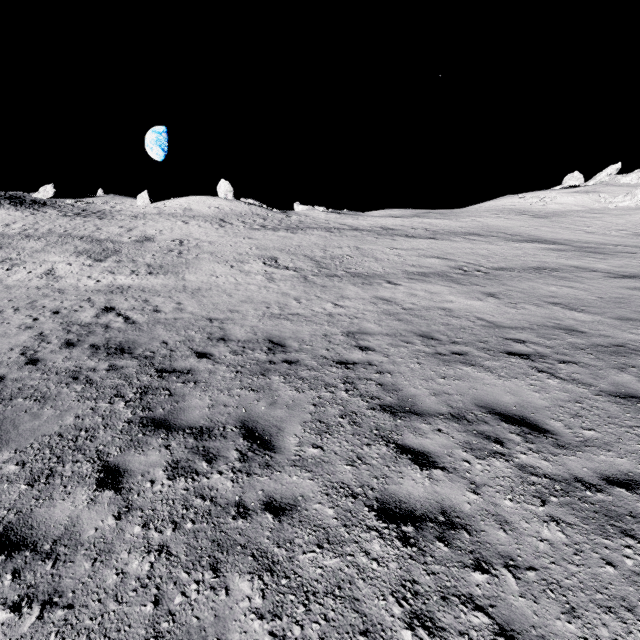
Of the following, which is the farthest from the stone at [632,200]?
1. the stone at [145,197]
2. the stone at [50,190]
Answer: the stone at [50,190]

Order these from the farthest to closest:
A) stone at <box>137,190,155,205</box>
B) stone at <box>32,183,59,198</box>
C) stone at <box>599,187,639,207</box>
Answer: stone at <box>137,190,155,205</box> < stone at <box>32,183,59,198</box> < stone at <box>599,187,639,207</box>

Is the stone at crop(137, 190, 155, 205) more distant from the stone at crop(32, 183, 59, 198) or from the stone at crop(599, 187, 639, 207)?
the stone at crop(599, 187, 639, 207)

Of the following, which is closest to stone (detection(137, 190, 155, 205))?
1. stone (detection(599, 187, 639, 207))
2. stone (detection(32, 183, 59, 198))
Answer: stone (detection(32, 183, 59, 198))

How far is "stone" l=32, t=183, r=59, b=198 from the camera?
52.72m

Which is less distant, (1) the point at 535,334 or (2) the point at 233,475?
(2) the point at 233,475

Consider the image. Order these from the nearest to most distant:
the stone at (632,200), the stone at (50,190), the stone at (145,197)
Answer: the stone at (632,200) < the stone at (50,190) < the stone at (145,197)
